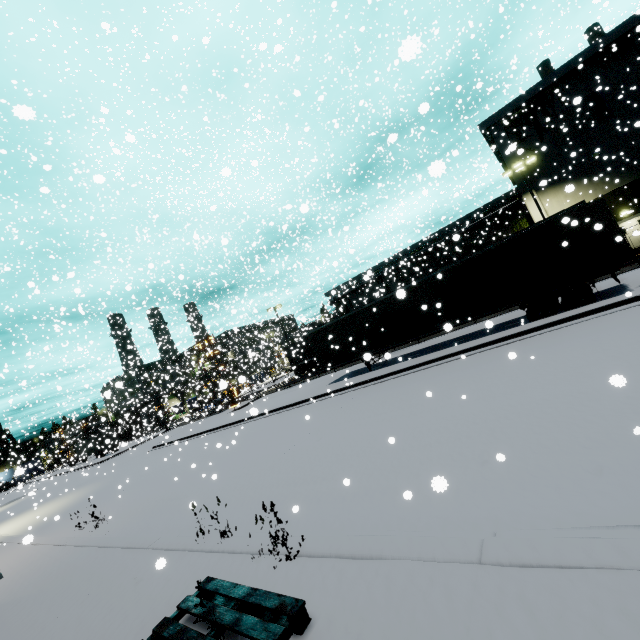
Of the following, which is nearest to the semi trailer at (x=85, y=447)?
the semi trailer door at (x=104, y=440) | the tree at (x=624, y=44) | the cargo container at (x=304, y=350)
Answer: the semi trailer door at (x=104, y=440)

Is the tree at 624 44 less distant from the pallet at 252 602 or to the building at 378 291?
the building at 378 291

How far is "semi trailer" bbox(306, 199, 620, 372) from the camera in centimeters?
1202cm

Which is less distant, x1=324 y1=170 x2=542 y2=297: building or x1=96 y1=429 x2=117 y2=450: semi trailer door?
x1=96 y1=429 x2=117 y2=450: semi trailer door

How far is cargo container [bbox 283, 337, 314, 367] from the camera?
36.1 meters

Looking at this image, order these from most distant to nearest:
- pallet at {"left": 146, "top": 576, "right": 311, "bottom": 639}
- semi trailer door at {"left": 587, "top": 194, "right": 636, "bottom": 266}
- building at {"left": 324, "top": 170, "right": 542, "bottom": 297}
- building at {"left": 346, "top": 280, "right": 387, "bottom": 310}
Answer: building at {"left": 346, "top": 280, "right": 387, "bottom": 310} → building at {"left": 324, "top": 170, "right": 542, "bottom": 297} → semi trailer door at {"left": 587, "top": 194, "right": 636, "bottom": 266} → pallet at {"left": 146, "top": 576, "right": 311, "bottom": 639}

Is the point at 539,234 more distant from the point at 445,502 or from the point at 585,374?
the point at 445,502

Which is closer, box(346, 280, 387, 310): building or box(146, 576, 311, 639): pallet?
box(146, 576, 311, 639): pallet
